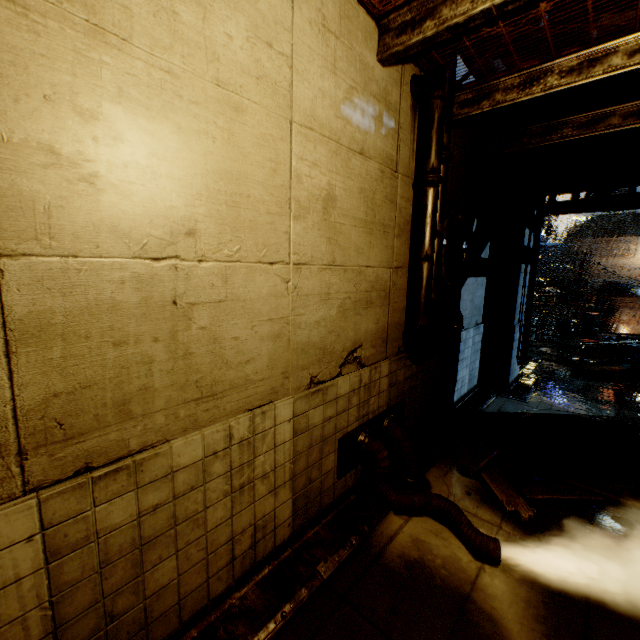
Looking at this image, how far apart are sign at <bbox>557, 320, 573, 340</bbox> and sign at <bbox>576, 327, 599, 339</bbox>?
0.2 meters

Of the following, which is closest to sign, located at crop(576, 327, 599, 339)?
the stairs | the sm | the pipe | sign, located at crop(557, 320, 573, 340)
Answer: sign, located at crop(557, 320, 573, 340)

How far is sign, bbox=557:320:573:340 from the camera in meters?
22.8

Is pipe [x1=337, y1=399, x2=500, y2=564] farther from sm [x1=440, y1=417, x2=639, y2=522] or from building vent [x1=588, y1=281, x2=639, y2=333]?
building vent [x1=588, y1=281, x2=639, y2=333]

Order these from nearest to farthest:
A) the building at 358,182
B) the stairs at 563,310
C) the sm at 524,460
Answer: the building at 358,182, the sm at 524,460, the stairs at 563,310

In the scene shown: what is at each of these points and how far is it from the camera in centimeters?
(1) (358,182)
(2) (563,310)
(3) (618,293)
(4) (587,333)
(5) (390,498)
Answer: (1) building, 381cm
(2) stairs, 5456cm
(3) building vent, 3222cm
(4) sign, 2222cm
(5) pipe, 416cm

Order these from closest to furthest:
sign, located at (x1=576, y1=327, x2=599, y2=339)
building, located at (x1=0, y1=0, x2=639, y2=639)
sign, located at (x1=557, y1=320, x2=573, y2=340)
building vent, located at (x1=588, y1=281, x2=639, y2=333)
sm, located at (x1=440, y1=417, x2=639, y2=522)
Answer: building, located at (x1=0, y1=0, x2=639, y2=639) → sm, located at (x1=440, y1=417, x2=639, y2=522) → sign, located at (x1=576, y1=327, x2=599, y2=339) → sign, located at (x1=557, y1=320, x2=573, y2=340) → building vent, located at (x1=588, y1=281, x2=639, y2=333)

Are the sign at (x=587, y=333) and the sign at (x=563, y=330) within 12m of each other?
yes
